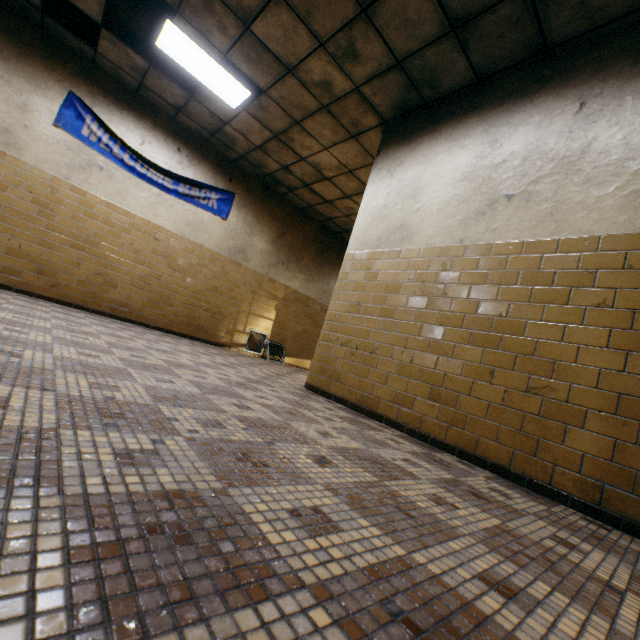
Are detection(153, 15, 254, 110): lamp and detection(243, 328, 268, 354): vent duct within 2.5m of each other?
no

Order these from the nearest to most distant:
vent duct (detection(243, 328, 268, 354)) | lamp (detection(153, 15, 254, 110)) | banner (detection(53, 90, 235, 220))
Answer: lamp (detection(153, 15, 254, 110)) → banner (detection(53, 90, 235, 220)) → vent duct (detection(243, 328, 268, 354))

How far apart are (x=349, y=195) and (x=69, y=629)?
7.3m

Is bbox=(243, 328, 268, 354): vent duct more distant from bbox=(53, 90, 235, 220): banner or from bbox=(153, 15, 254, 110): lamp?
bbox=(153, 15, 254, 110): lamp

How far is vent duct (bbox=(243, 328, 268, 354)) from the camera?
7.91m

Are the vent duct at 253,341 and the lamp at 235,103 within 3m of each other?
no

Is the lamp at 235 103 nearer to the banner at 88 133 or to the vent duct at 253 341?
the banner at 88 133
